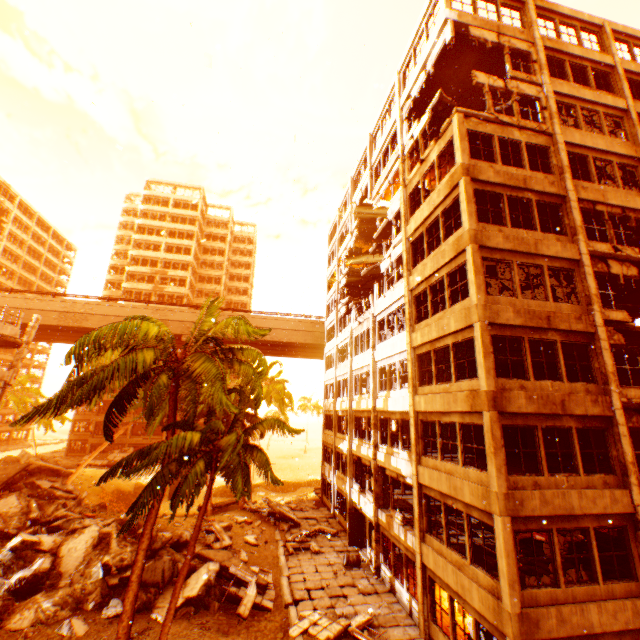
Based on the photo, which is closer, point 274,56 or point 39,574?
point 39,574

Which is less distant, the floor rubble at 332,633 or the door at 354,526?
the floor rubble at 332,633

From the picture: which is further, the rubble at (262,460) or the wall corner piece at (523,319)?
the wall corner piece at (523,319)

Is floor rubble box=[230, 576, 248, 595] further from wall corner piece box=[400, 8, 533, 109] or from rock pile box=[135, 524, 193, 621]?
wall corner piece box=[400, 8, 533, 109]

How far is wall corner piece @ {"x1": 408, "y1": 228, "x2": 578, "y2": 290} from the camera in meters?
12.2 m

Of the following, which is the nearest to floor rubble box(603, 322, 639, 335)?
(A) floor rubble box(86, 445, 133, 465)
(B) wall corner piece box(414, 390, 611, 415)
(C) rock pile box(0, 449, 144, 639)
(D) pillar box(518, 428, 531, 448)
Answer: (B) wall corner piece box(414, 390, 611, 415)

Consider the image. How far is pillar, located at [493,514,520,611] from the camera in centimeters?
895cm
